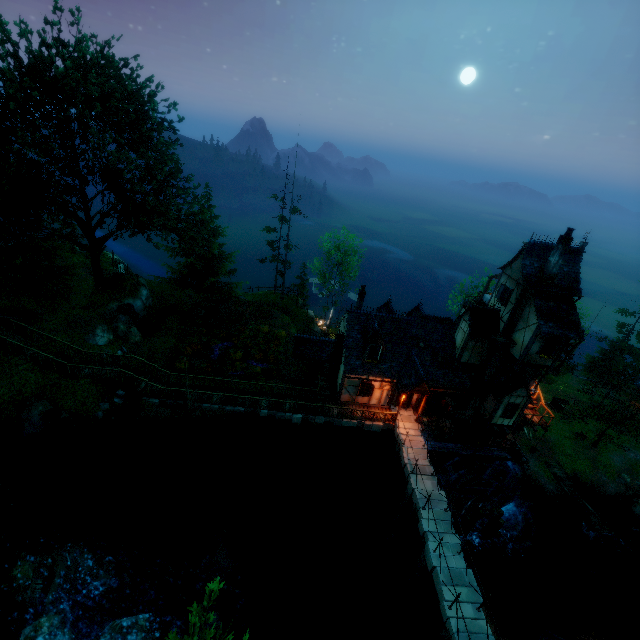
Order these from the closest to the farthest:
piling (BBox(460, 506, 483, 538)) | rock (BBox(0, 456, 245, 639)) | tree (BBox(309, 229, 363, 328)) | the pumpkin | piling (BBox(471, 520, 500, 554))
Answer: rock (BBox(0, 456, 245, 639)) → piling (BBox(460, 506, 483, 538)) → piling (BBox(471, 520, 500, 554)) → the pumpkin → tree (BBox(309, 229, 363, 328))

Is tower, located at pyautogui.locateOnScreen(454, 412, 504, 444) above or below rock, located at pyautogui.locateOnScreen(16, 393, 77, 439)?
below

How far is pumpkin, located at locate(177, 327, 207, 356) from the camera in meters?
28.3

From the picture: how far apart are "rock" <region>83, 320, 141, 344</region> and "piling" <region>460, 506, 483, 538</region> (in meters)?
31.10

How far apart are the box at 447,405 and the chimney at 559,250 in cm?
1003

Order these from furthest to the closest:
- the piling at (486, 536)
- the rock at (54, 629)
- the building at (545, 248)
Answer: the piling at (486, 536) → the building at (545, 248) → the rock at (54, 629)

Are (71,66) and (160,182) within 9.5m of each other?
yes

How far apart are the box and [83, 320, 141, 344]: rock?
26.2m
